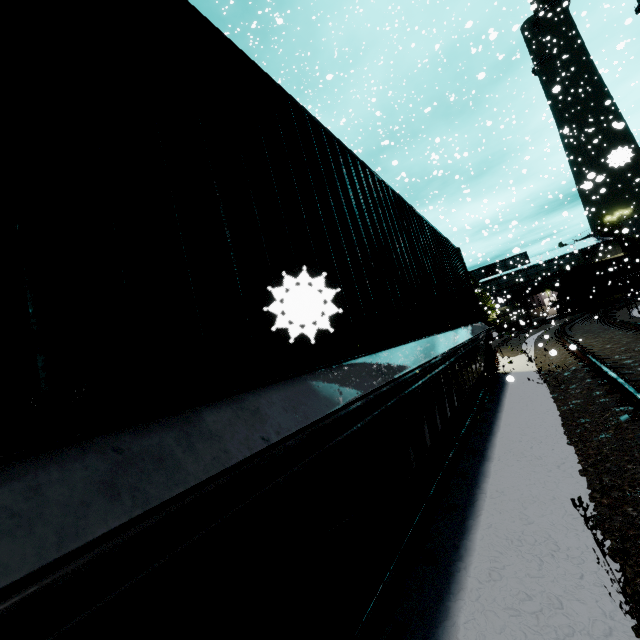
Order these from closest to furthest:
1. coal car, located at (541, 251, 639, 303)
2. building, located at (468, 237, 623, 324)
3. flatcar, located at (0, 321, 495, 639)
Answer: flatcar, located at (0, 321, 495, 639) → coal car, located at (541, 251, 639, 303) → building, located at (468, 237, 623, 324)

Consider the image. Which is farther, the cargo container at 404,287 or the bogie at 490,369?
the bogie at 490,369

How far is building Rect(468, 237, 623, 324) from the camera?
42.25m

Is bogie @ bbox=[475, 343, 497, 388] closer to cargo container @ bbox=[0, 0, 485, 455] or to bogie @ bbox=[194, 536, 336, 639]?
cargo container @ bbox=[0, 0, 485, 455]

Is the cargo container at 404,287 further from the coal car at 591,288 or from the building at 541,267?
the coal car at 591,288

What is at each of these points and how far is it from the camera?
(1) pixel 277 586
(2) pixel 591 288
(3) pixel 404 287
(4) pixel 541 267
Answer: (1) bogie, 1.3 meters
(2) coal car, 30.8 meters
(3) cargo container, 4.0 meters
(4) building, 46.6 meters

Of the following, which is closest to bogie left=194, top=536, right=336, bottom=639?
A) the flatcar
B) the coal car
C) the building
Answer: the flatcar

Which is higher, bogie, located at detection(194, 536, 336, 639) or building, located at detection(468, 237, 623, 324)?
building, located at detection(468, 237, 623, 324)
